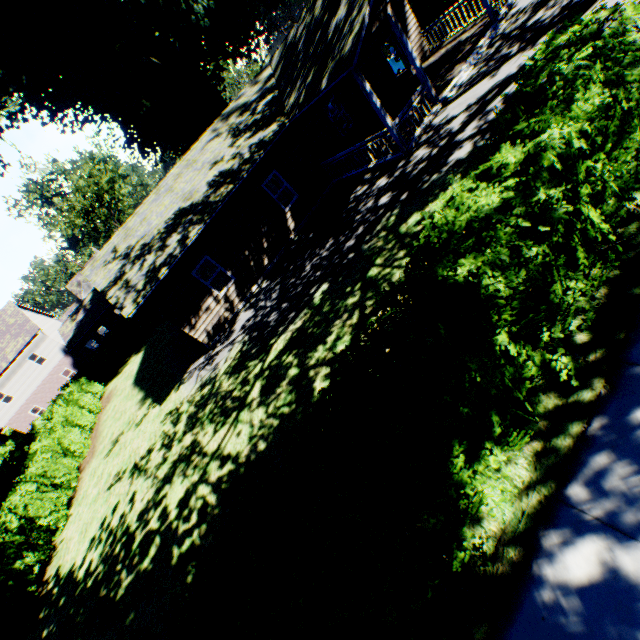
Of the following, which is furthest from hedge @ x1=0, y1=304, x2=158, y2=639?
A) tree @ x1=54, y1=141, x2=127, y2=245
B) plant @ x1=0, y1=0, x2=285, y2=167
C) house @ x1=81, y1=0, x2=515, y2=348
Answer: house @ x1=81, y1=0, x2=515, y2=348

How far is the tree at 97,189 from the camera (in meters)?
42.34

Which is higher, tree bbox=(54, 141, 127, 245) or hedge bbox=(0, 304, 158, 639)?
tree bbox=(54, 141, 127, 245)

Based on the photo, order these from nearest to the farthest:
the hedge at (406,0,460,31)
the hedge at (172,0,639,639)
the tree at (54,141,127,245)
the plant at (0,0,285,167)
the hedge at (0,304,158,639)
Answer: the hedge at (172,0,639,639) → the hedge at (0,304,158,639) → the plant at (0,0,285,167) → the hedge at (406,0,460,31) → the tree at (54,141,127,245)

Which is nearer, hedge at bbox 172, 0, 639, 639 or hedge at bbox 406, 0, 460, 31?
hedge at bbox 172, 0, 639, 639

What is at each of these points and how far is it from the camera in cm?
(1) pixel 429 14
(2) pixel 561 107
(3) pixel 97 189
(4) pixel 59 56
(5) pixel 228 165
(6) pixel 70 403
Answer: (1) hedge, 2064
(2) hedge, 405
(3) tree, 4600
(4) plant, 1873
(5) house, 1374
(6) hedge, 2164

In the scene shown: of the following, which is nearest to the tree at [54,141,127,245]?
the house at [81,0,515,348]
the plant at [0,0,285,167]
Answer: the plant at [0,0,285,167]

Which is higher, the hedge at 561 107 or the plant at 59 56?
the plant at 59 56
